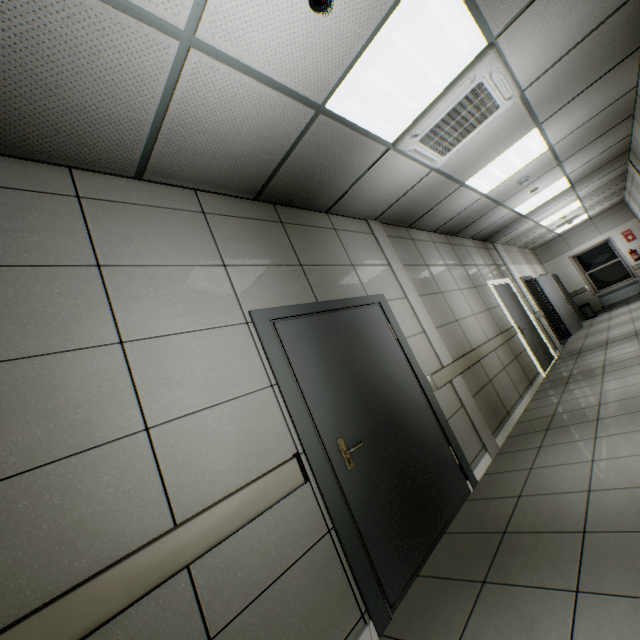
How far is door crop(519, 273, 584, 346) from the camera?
9.7m

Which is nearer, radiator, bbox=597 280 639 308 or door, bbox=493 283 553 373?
door, bbox=493 283 553 373

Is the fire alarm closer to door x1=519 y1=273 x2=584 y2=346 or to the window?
door x1=519 y1=273 x2=584 y2=346

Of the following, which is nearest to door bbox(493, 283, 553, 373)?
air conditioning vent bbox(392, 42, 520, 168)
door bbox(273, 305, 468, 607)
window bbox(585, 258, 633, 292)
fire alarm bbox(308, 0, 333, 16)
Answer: air conditioning vent bbox(392, 42, 520, 168)

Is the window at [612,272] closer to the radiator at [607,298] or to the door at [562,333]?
the radiator at [607,298]

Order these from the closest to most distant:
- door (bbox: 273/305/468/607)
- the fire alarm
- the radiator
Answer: the fire alarm → door (bbox: 273/305/468/607) → the radiator

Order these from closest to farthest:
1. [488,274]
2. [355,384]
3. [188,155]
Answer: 1. [188,155]
2. [355,384]
3. [488,274]

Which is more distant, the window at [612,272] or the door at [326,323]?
the window at [612,272]
